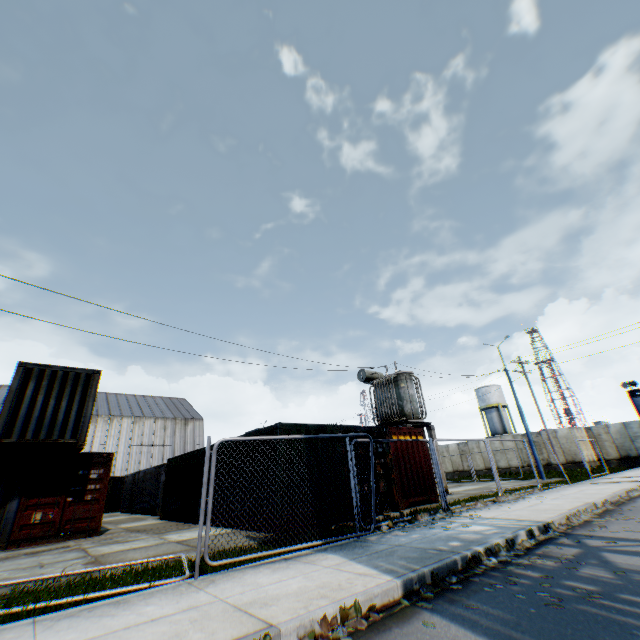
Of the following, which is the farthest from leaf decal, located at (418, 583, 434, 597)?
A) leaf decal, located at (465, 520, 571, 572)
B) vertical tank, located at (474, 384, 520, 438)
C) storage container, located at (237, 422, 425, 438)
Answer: vertical tank, located at (474, 384, 520, 438)

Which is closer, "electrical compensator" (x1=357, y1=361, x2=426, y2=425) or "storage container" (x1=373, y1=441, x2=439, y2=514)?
"storage container" (x1=373, y1=441, x2=439, y2=514)

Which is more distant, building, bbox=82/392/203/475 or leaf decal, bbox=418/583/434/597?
building, bbox=82/392/203/475

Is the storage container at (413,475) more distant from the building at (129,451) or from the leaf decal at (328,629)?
the building at (129,451)

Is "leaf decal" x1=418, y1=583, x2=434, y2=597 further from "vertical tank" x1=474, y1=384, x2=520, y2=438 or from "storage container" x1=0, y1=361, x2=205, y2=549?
"vertical tank" x1=474, y1=384, x2=520, y2=438

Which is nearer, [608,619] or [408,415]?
[608,619]

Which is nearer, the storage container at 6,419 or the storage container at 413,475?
the storage container at 6,419

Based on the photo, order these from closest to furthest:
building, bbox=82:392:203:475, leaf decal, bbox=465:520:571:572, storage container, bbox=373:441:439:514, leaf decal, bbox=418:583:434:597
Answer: leaf decal, bbox=418:583:434:597, leaf decal, bbox=465:520:571:572, storage container, bbox=373:441:439:514, building, bbox=82:392:203:475
